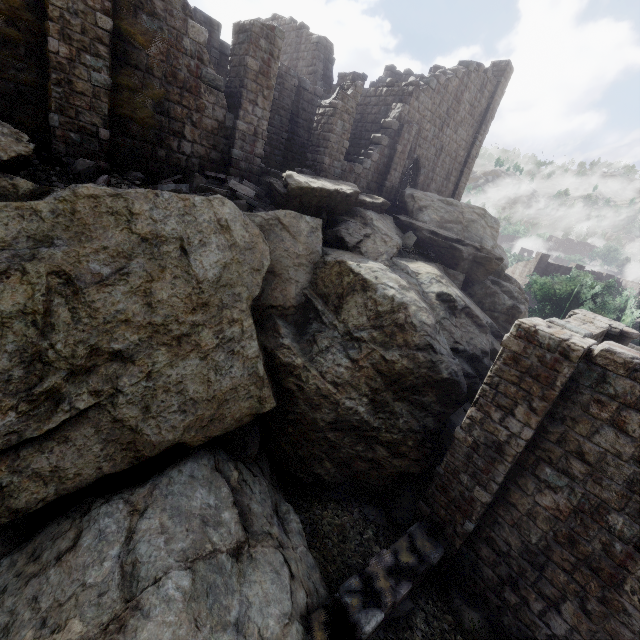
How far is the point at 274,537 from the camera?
7.2m

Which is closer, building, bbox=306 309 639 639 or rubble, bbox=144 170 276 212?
building, bbox=306 309 639 639

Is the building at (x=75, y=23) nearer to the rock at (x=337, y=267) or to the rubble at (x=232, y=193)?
the rubble at (x=232, y=193)

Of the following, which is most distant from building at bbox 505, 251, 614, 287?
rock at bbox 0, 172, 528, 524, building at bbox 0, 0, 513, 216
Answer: building at bbox 0, 0, 513, 216

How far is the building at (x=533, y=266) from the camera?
44.3 meters

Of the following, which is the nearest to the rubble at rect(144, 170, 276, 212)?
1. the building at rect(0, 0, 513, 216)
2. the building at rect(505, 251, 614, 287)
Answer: the building at rect(0, 0, 513, 216)

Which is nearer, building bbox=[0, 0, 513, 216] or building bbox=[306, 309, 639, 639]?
building bbox=[306, 309, 639, 639]
